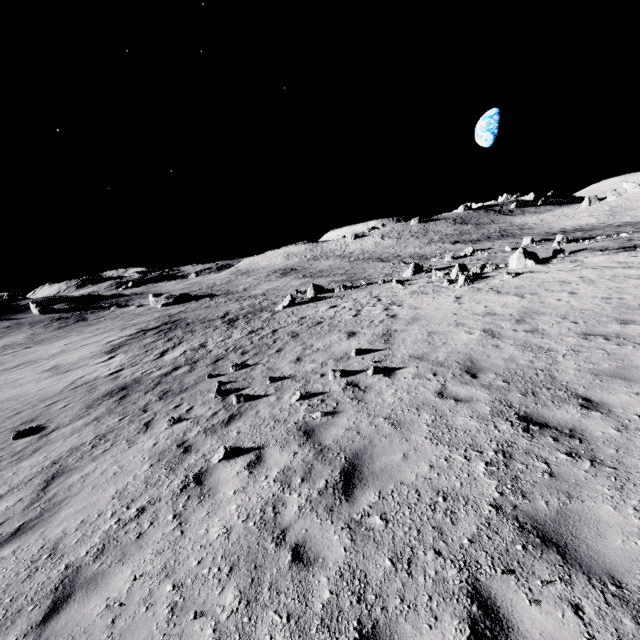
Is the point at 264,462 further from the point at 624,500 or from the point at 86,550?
the point at 624,500

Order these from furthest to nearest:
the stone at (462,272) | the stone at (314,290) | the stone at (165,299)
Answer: the stone at (165,299) < the stone at (314,290) < the stone at (462,272)

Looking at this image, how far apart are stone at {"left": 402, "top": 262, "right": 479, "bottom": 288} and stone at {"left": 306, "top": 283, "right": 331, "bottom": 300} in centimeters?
1149cm

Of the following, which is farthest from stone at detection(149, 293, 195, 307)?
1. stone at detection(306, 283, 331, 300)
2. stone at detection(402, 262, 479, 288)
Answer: stone at detection(402, 262, 479, 288)

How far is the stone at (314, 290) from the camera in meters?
30.2

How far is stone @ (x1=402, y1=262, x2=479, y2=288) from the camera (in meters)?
18.27

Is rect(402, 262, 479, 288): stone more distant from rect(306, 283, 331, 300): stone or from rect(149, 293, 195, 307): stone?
rect(149, 293, 195, 307): stone
